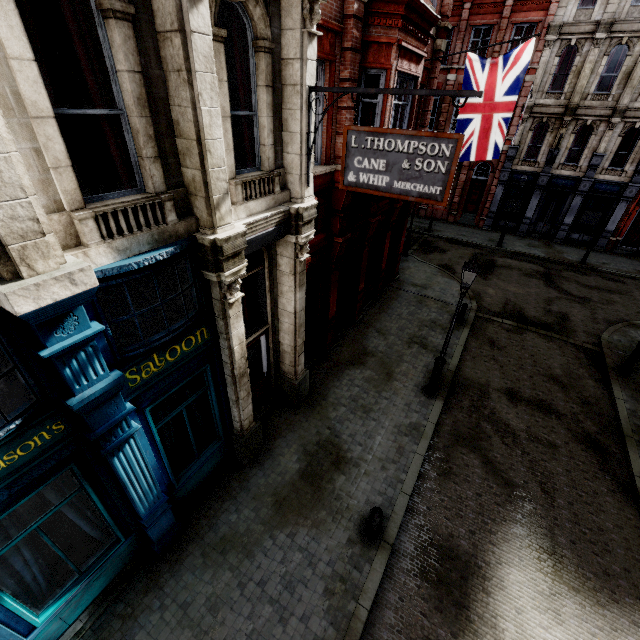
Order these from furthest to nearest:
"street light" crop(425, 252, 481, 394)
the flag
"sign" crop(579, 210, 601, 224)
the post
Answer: "sign" crop(579, 210, 601, 224), the flag, "street light" crop(425, 252, 481, 394), the post

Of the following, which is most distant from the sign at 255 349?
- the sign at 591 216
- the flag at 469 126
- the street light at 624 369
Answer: the sign at 591 216

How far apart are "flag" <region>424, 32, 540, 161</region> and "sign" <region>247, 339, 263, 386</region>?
9.0m

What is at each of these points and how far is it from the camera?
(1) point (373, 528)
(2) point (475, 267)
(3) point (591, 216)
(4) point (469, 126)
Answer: (1) post, 6.77m
(2) street light, 8.04m
(3) sign, 22.72m
(4) flag, 10.80m

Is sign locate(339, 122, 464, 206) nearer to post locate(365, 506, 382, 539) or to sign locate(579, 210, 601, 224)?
post locate(365, 506, 382, 539)

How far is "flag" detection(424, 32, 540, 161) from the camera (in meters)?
9.62

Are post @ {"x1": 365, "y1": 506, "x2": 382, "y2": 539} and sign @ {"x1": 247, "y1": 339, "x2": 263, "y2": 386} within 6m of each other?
yes

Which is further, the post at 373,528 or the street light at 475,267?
the street light at 475,267
